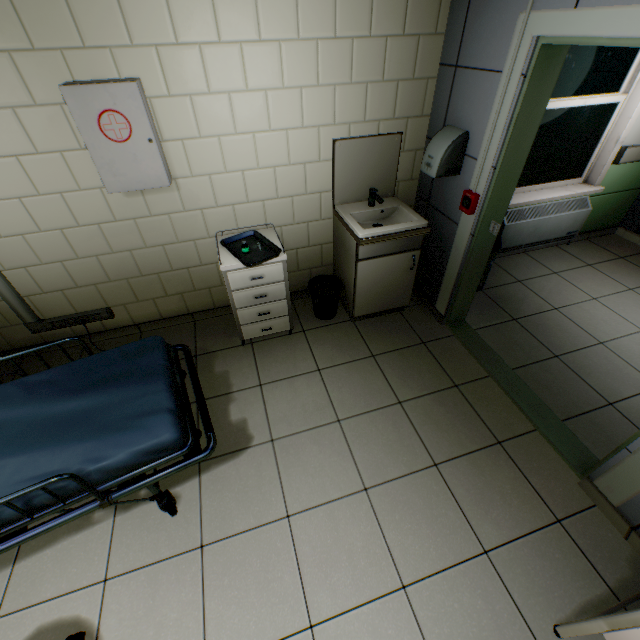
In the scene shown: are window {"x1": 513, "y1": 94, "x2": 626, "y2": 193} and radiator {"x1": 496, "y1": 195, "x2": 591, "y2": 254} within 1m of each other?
yes

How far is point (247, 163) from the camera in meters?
2.4 m

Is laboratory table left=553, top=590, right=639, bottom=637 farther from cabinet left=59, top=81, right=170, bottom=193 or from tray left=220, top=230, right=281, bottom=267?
cabinet left=59, top=81, right=170, bottom=193

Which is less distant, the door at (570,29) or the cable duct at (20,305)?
the door at (570,29)

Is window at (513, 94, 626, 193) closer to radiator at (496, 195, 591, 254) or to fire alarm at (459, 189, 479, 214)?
radiator at (496, 195, 591, 254)

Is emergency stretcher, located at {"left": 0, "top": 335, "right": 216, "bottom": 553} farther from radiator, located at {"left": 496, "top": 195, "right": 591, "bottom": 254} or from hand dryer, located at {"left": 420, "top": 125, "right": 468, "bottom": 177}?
radiator, located at {"left": 496, "top": 195, "right": 591, "bottom": 254}

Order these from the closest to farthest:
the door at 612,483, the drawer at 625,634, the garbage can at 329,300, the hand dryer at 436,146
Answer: the drawer at 625,634 < the door at 612,483 < the hand dryer at 436,146 < the garbage can at 329,300

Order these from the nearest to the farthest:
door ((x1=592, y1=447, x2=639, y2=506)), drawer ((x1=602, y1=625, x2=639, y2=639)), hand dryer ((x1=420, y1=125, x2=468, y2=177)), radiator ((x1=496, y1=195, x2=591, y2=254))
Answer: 1. drawer ((x1=602, y1=625, x2=639, y2=639))
2. door ((x1=592, y1=447, x2=639, y2=506))
3. hand dryer ((x1=420, y1=125, x2=468, y2=177))
4. radiator ((x1=496, y1=195, x2=591, y2=254))
